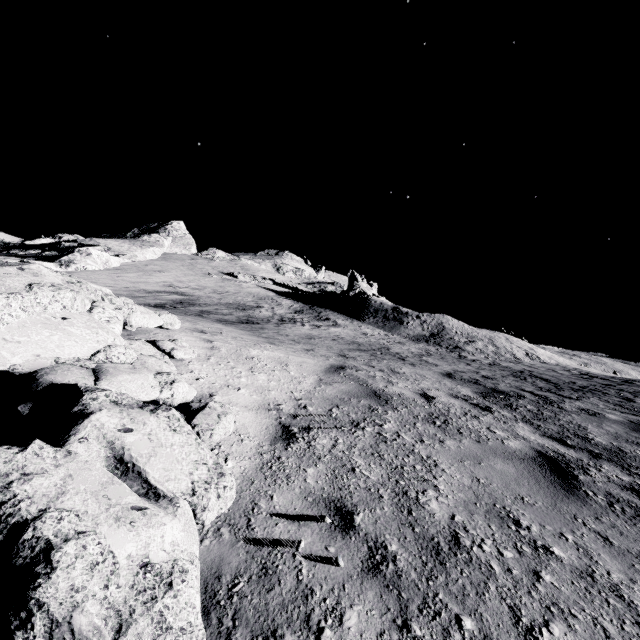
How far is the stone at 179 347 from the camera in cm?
412

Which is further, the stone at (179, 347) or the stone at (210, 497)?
the stone at (179, 347)

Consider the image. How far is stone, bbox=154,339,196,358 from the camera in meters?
4.1 m

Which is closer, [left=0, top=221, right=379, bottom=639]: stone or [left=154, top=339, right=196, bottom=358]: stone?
[left=0, top=221, right=379, bottom=639]: stone

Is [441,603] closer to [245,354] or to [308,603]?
[308,603]
